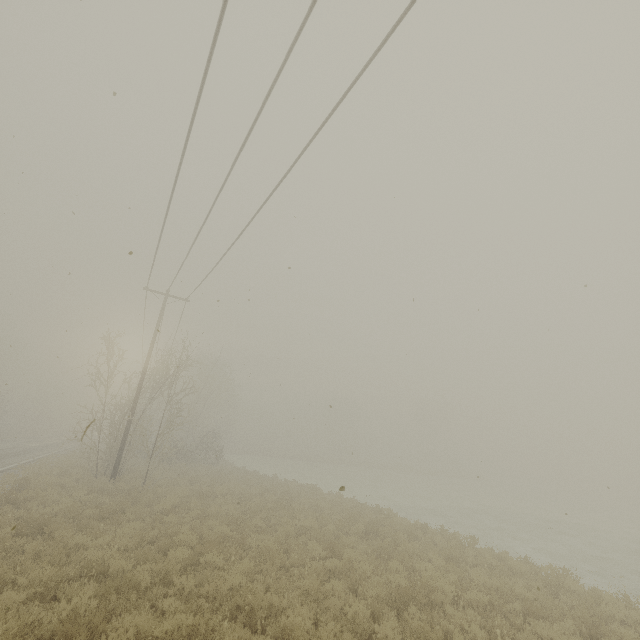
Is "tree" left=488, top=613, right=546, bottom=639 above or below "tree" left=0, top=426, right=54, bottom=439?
below

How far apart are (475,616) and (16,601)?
9.33m

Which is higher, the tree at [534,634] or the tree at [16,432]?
the tree at [16,432]

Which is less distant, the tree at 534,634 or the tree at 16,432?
the tree at 534,634

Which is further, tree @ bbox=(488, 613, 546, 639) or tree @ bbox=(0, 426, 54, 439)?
tree @ bbox=(0, 426, 54, 439)
